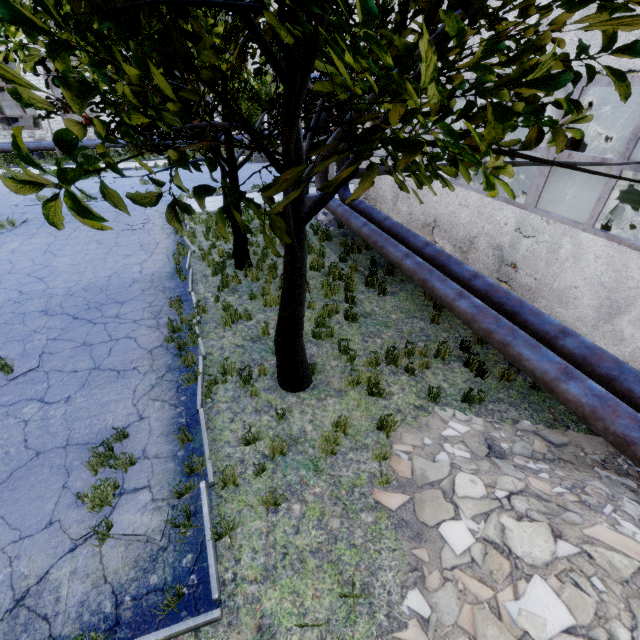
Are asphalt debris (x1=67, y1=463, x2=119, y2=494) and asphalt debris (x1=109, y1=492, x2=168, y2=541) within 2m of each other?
yes

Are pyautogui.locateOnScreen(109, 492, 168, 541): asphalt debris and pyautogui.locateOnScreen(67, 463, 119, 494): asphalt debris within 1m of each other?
yes

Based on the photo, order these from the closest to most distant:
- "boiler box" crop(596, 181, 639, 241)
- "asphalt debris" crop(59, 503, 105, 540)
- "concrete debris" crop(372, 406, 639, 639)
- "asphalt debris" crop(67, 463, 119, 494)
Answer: "concrete debris" crop(372, 406, 639, 639), "asphalt debris" crop(59, 503, 105, 540), "asphalt debris" crop(67, 463, 119, 494), "boiler box" crop(596, 181, 639, 241)

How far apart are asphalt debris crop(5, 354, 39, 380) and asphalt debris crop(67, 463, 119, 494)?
3.1 meters

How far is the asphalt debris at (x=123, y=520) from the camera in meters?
4.4

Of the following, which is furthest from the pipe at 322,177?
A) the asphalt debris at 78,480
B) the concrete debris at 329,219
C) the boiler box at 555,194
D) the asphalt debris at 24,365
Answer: the asphalt debris at 24,365

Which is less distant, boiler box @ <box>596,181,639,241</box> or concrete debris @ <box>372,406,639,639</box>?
concrete debris @ <box>372,406,639,639</box>

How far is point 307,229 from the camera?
13.83m
